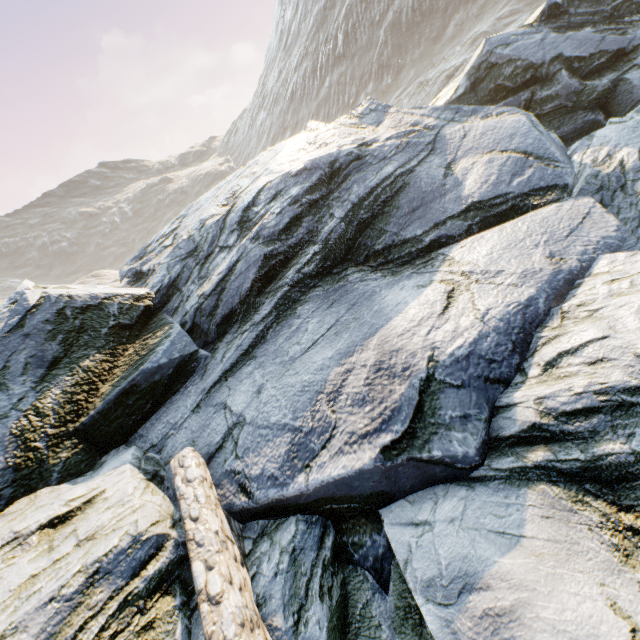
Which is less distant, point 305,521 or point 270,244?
point 305,521
